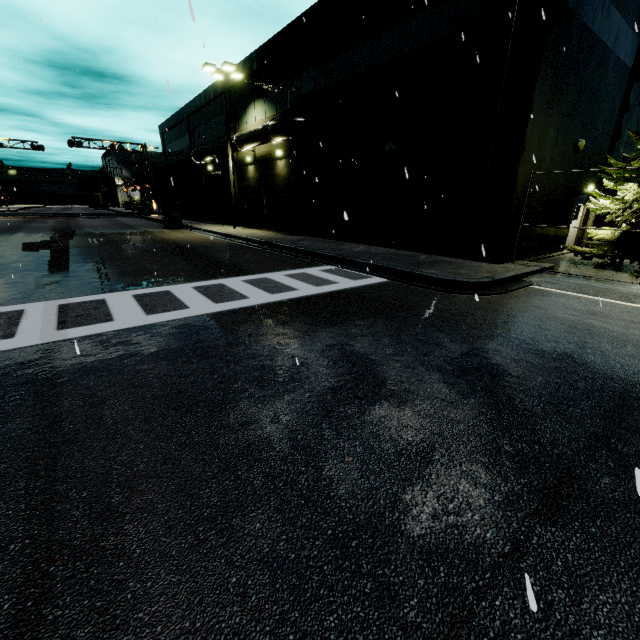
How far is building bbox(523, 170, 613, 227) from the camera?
11.7m

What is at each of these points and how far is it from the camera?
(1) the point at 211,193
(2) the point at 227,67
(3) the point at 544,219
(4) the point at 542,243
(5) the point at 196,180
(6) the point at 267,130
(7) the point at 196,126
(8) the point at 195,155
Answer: A:
(1) roll-up door, 32.3m
(2) light, 19.7m
(3) building, 12.7m
(4) building, 13.3m
(5) building, 34.3m
(6) pipe, 18.5m
(7) building, 31.3m
(8) pipe, 29.0m

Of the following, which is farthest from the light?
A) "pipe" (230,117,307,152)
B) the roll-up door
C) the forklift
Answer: the forklift

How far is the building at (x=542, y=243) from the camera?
12.1m

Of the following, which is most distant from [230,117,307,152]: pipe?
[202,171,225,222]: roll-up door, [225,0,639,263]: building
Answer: [202,171,225,222]: roll-up door

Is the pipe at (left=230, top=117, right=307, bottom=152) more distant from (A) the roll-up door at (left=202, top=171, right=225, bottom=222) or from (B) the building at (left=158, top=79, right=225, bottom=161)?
(A) the roll-up door at (left=202, top=171, right=225, bottom=222)

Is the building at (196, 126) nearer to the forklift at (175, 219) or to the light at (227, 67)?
the light at (227, 67)

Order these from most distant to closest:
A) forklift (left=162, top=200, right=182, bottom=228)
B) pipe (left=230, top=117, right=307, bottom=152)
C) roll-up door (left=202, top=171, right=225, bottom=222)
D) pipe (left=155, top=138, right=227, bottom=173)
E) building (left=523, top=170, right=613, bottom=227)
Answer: roll-up door (left=202, top=171, right=225, bottom=222) < forklift (left=162, top=200, right=182, bottom=228) < pipe (left=155, top=138, right=227, bottom=173) < pipe (left=230, top=117, right=307, bottom=152) < building (left=523, top=170, right=613, bottom=227)
